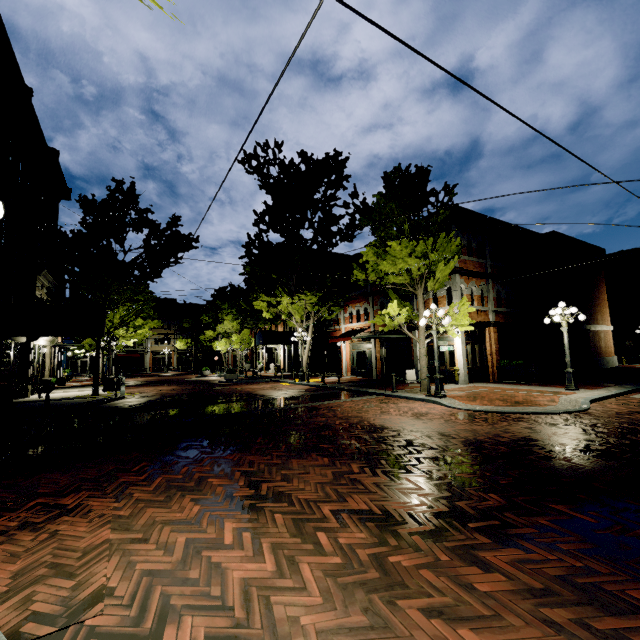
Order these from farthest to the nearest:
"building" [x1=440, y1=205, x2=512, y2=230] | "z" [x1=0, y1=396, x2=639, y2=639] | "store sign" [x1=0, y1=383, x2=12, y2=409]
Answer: "building" [x1=440, y1=205, x2=512, y2=230]
"store sign" [x1=0, y1=383, x2=12, y2=409]
"z" [x1=0, y1=396, x2=639, y2=639]

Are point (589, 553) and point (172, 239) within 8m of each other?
no

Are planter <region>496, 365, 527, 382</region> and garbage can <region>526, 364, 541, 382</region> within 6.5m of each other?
yes

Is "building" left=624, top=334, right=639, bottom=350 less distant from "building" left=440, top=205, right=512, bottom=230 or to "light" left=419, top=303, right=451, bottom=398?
"building" left=440, top=205, right=512, bottom=230

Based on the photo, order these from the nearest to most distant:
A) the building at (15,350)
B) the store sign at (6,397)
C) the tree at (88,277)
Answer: the store sign at (6,397) → the building at (15,350) → the tree at (88,277)

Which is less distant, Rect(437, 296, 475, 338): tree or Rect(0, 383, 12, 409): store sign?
Rect(0, 383, 12, 409): store sign

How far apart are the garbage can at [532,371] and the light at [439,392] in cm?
702
